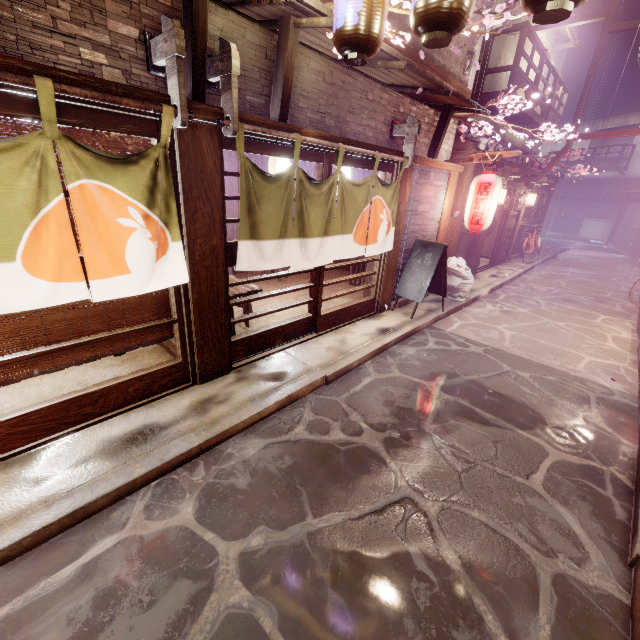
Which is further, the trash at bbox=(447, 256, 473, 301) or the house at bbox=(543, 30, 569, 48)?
the house at bbox=(543, 30, 569, 48)

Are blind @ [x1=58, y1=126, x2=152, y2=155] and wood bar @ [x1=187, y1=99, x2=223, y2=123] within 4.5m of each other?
yes

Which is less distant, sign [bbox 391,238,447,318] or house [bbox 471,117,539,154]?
sign [bbox 391,238,447,318]

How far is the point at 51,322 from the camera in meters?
5.2 m

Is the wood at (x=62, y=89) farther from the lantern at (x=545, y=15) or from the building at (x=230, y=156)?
the lantern at (x=545, y=15)

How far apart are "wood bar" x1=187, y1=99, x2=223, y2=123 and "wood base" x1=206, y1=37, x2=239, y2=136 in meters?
0.0

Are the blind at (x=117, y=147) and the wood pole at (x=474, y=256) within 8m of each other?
no

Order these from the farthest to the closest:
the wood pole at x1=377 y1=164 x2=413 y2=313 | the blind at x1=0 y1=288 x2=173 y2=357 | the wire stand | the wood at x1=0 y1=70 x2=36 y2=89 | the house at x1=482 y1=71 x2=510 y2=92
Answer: the house at x1=482 y1=71 x2=510 y2=92 → the wire stand → the wood pole at x1=377 y1=164 x2=413 y2=313 → the blind at x1=0 y1=288 x2=173 y2=357 → the wood at x1=0 y1=70 x2=36 y2=89
